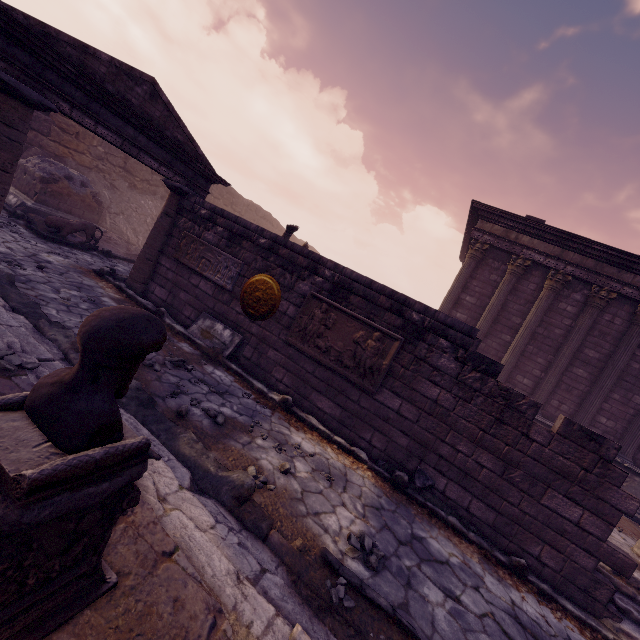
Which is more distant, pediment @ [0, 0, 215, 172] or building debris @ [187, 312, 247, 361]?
building debris @ [187, 312, 247, 361]

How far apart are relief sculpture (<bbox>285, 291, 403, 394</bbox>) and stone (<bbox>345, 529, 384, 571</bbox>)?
2.11m

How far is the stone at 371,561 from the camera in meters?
3.3 m

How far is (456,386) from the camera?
5.1 meters

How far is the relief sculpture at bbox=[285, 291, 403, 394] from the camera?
5.48m

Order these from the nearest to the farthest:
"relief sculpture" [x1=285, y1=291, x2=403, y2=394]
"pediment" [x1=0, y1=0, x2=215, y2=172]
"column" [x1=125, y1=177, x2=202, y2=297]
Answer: "pediment" [x1=0, y1=0, x2=215, y2=172] < "relief sculpture" [x1=285, y1=291, x2=403, y2=394] < "column" [x1=125, y1=177, x2=202, y2=297]

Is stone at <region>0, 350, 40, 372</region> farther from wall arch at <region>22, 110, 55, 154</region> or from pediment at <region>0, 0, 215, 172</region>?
wall arch at <region>22, 110, 55, 154</region>

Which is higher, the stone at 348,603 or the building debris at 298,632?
the building debris at 298,632
